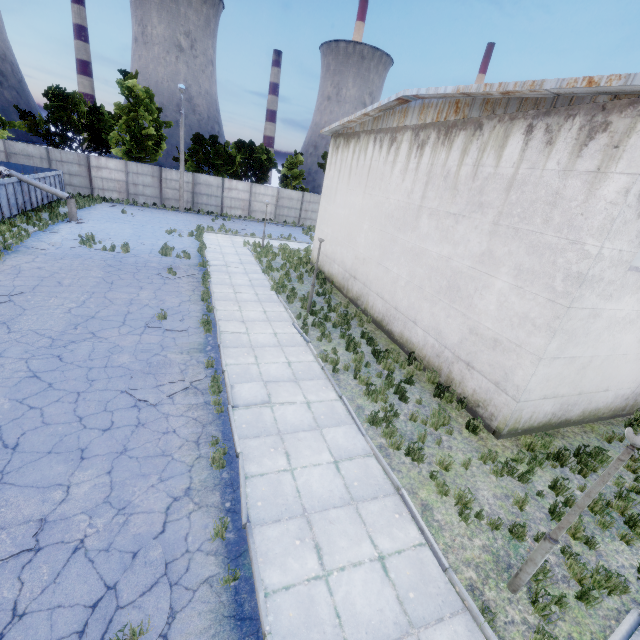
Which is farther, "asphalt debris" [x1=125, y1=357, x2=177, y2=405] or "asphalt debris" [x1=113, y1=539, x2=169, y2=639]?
"asphalt debris" [x1=125, y1=357, x2=177, y2=405]

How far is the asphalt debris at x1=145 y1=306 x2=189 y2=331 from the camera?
10.8 meters

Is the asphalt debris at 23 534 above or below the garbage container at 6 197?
below

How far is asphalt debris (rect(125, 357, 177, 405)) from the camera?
7.7 meters

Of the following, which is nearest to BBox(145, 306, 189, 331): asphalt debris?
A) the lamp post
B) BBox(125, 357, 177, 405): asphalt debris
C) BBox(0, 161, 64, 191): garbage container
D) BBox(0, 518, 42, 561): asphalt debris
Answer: BBox(125, 357, 177, 405): asphalt debris

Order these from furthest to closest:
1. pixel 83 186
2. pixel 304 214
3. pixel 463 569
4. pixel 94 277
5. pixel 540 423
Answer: pixel 304 214 < pixel 83 186 < pixel 94 277 < pixel 540 423 < pixel 463 569

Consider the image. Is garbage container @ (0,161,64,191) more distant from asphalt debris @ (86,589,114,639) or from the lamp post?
the lamp post

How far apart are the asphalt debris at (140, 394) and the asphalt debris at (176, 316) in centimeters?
170cm
